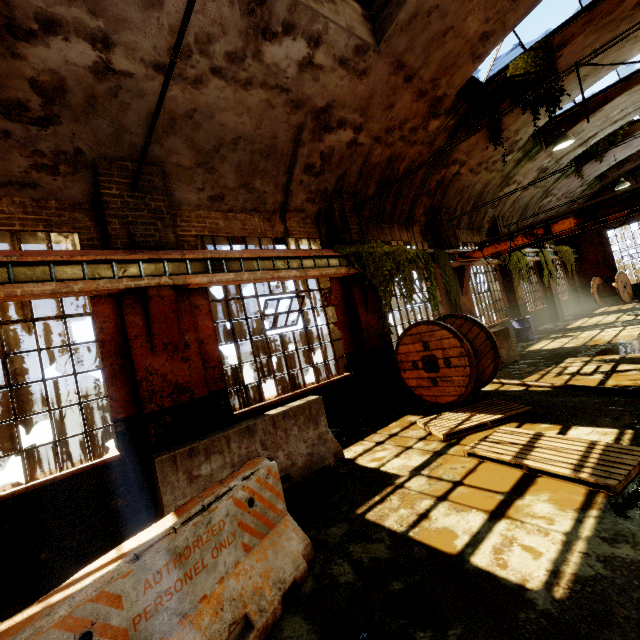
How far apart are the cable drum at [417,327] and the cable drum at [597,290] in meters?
17.4 m

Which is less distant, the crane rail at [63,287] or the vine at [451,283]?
the crane rail at [63,287]

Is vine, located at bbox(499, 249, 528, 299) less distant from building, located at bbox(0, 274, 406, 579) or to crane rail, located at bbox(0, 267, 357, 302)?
building, located at bbox(0, 274, 406, 579)

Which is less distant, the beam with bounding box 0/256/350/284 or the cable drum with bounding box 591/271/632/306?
the beam with bounding box 0/256/350/284

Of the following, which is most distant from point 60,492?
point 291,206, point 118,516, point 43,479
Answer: point 291,206

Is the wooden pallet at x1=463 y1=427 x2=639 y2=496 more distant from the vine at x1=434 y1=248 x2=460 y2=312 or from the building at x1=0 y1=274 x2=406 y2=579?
the vine at x1=434 y1=248 x2=460 y2=312

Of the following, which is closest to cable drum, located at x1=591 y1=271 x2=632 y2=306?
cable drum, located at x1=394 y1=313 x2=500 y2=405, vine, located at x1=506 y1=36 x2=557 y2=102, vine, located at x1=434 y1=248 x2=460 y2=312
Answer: vine, located at x1=506 y1=36 x2=557 y2=102

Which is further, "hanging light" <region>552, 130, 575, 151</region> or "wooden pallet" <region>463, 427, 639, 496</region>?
"hanging light" <region>552, 130, 575, 151</region>
